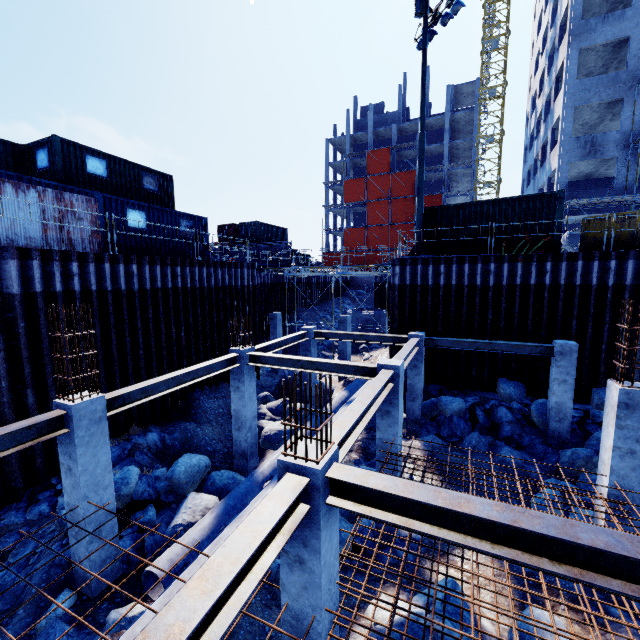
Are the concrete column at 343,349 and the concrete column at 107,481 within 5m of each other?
no

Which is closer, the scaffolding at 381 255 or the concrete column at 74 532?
the concrete column at 74 532

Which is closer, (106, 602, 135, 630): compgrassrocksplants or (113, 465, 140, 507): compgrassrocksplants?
(106, 602, 135, 630): compgrassrocksplants

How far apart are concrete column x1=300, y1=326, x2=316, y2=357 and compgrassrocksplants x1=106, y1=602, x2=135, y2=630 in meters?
9.7

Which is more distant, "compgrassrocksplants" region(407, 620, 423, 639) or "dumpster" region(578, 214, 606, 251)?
"dumpster" region(578, 214, 606, 251)

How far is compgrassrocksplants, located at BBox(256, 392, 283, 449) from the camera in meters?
12.5

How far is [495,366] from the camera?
14.2 meters

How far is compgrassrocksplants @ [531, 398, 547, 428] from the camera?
11.8m
